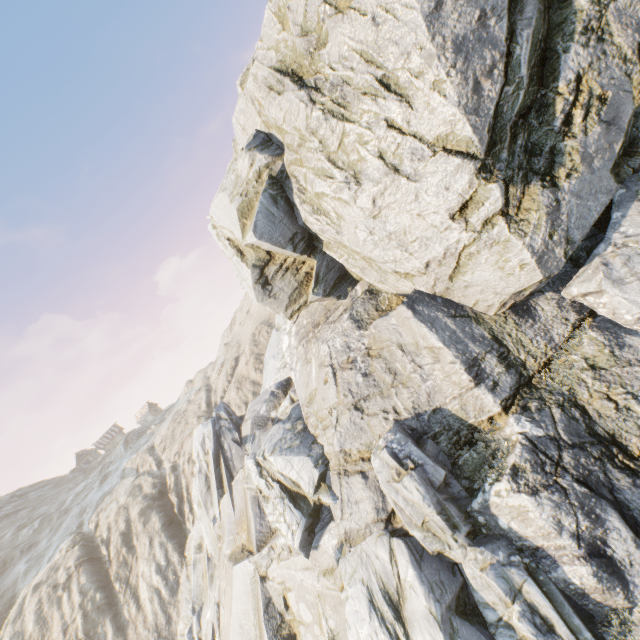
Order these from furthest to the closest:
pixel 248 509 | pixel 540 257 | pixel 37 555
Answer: pixel 37 555 → pixel 248 509 → pixel 540 257
